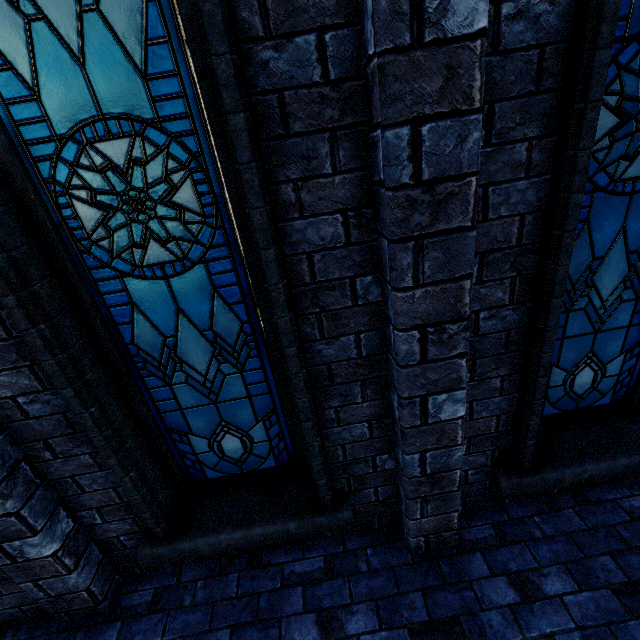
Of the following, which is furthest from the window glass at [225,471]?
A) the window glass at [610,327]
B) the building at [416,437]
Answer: the window glass at [610,327]

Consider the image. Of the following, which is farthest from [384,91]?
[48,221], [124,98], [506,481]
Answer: [506,481]

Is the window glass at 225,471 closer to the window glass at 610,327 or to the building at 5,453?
the building at 5,453

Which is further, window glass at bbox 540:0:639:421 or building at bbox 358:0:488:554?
window glass at bbox 540:0:639:421

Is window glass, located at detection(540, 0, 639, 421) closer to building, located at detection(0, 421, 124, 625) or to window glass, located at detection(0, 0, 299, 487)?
building, located at detection(0, 421, 124, 625)

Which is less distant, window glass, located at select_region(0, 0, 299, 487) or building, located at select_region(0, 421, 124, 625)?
window glass, located at select_region(0, 0, 299, 487)

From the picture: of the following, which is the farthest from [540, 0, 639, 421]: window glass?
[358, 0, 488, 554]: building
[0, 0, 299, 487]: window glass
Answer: [0, 0, 299, 487]: window glass
